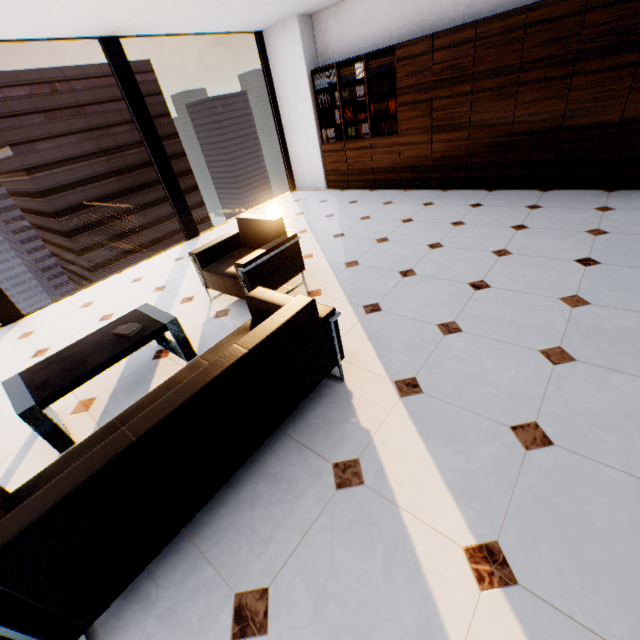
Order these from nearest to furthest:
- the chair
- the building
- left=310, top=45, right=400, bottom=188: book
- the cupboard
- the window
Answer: the chair
the cupboard
the window
left=310, top=45, right=400, bottom=188: book
the building

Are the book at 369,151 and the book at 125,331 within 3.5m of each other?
no

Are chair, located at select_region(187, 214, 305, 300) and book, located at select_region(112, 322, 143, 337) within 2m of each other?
yes

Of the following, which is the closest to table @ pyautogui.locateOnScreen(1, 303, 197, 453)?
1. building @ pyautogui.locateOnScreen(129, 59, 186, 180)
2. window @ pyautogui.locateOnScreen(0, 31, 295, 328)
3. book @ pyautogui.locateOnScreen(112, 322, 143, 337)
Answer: book @ pyautogui.locateOnScreen(112, 322, 143, 337)

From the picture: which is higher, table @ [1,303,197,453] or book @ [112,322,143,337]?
book @ [112,322,143,337]

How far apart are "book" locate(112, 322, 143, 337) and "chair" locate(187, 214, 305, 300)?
1.0m

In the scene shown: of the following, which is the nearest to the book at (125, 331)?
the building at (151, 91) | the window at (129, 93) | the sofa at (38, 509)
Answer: the sofa at (38, 509)

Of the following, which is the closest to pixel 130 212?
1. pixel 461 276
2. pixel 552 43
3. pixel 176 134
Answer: pixel 176 134
